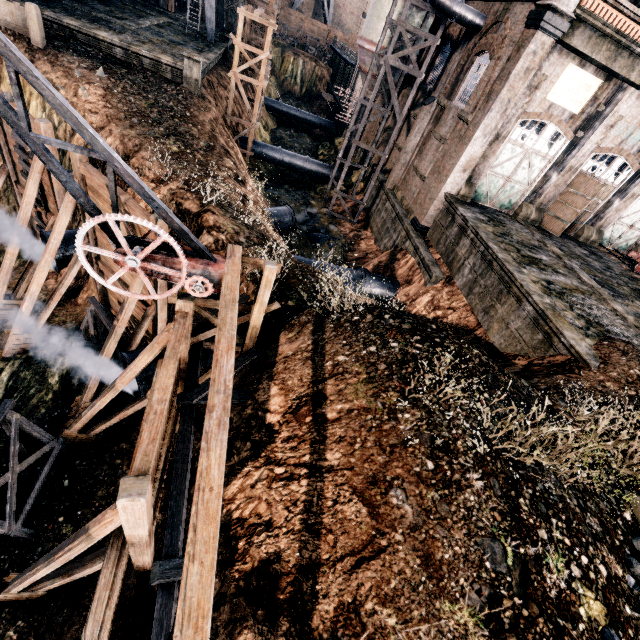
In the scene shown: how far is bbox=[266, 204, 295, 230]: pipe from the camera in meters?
22.3 m

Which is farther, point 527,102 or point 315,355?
point 527,102

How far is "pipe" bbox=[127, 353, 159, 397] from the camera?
11.10m

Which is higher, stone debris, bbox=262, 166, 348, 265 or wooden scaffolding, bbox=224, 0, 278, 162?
wooden scaffolding, bbox=224, 0, 278, 162

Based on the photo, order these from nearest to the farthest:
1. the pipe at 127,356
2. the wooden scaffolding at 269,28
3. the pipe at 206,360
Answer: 1. the pipe at 127,356
2. the pipe at 206,360
3. the wooden scaffolding at 269,28

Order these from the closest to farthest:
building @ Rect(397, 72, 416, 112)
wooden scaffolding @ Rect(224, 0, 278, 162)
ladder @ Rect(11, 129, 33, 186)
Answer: ladder @ Rect(11, 129, 33, 186) < wooden scaffolding @ Rect(224, 0, 278, 162) < building @ Rect(397, 72, 416, 112)

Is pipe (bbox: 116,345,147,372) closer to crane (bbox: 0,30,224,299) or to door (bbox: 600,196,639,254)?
crane (bbox: 0,30,224,299)

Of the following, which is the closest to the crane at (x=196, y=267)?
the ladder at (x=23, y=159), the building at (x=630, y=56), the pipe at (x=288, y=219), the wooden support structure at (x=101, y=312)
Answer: the wooden support structure at (x=101, y=312)
